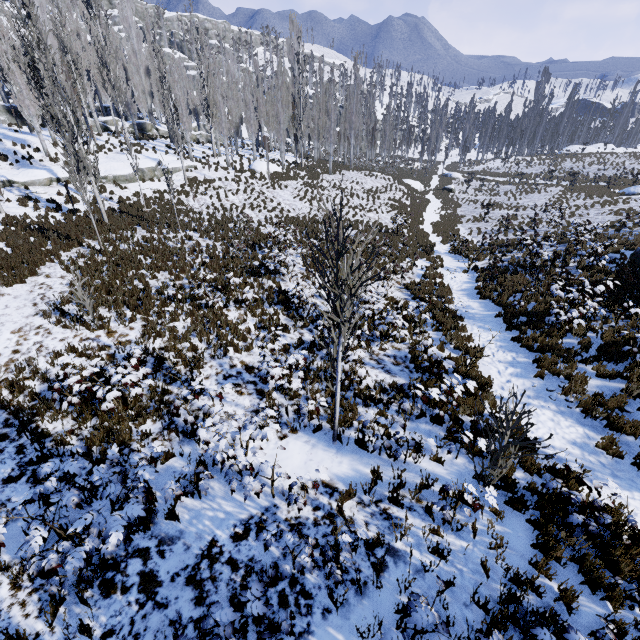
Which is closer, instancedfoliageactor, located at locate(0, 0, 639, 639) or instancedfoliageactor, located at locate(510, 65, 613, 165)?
instancedfoliageactor, located at locate(0, 0, 639, 639)

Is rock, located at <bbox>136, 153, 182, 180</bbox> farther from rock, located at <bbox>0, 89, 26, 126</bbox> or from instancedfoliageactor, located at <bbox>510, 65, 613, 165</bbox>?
rock, located at <bbox>0, 89, 26, 126</bbox>

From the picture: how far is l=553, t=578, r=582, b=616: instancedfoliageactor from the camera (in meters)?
3.92

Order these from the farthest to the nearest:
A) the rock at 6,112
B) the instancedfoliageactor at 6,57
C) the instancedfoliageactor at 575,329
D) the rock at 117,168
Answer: the rock at 6,112 → the rock at 117,168 → the instancedfoliageactor at 575,329 → the instancedfoliageactor at 6,57

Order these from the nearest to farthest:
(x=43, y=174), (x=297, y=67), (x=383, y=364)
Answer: (x=383, y=364) < (x=43, y=174) < (x=297, y=67)

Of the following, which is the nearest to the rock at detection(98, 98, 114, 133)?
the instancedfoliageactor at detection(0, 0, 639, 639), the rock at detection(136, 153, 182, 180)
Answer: the instancedfoliageactor at detection(0, 0, 639, 639)

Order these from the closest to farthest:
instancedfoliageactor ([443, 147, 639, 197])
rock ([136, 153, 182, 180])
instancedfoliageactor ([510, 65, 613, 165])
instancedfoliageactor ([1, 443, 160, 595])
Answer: instancedfoliageactor ([1, 443, 160, 595])
rock ([136, 153, 182, 180])
instancedfoliageactor ([443, 147, 639, 197])
instancedfoliageactor ([510, 65, 613, 165])

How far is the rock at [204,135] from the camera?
38.88m
